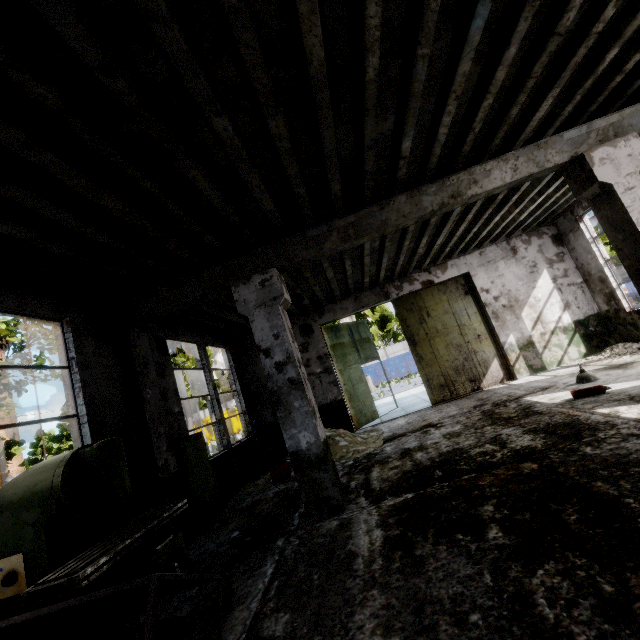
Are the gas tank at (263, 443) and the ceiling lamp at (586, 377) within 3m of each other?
no

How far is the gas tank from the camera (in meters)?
9.75

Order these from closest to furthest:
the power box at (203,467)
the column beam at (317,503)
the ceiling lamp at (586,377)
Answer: the column beam at (317,503)
the power box at (203,467)
the ceiling lamp at (586,377)

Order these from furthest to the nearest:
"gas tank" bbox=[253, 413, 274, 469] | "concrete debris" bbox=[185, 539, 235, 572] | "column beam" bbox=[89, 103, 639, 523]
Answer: "gas tank" bbox=[253, 413, 274, 469] → "column beam" bbox=[89, 103, 639, 523] → "concrete debris" bbox=[185, 539, 235, 572]

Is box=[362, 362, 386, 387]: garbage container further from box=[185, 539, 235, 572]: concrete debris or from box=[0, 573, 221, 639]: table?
box=[0, 573, 221, 639]: table

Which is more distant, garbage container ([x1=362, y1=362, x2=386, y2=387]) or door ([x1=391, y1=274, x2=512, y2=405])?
garbage container ([x1=362, y1=362, x2=386, y2=387])

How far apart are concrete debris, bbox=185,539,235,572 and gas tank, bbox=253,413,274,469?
4.4m

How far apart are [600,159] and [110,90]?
6.5 meters
